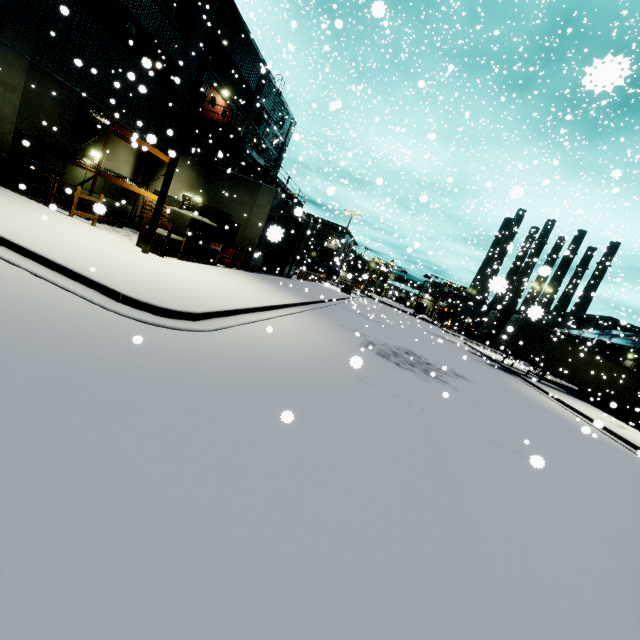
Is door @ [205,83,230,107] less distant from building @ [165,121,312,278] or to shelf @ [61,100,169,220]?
building @ [165,121,312,278]

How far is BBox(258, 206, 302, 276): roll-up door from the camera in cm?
1770

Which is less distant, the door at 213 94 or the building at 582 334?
the door at 213 94

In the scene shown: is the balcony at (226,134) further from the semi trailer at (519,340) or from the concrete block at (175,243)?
the concrete block at (175,243)

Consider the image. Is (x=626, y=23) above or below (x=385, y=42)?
below

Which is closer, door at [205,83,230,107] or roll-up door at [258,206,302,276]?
roll-up door at [258,206,302,276]

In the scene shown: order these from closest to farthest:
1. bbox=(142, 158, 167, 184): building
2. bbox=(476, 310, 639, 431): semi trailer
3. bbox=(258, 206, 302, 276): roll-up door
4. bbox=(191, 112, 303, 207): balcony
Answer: bbox=(258, 206, 302, 276): roll-up door
bbox=(142, 158, 167, 184): building
bbox=(191, 112, 303, 207): balcony
bbox=(476, 310, 639, 431): semi trailer

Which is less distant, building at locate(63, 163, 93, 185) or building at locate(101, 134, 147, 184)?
building at locate(63, 163, 93, 185)
